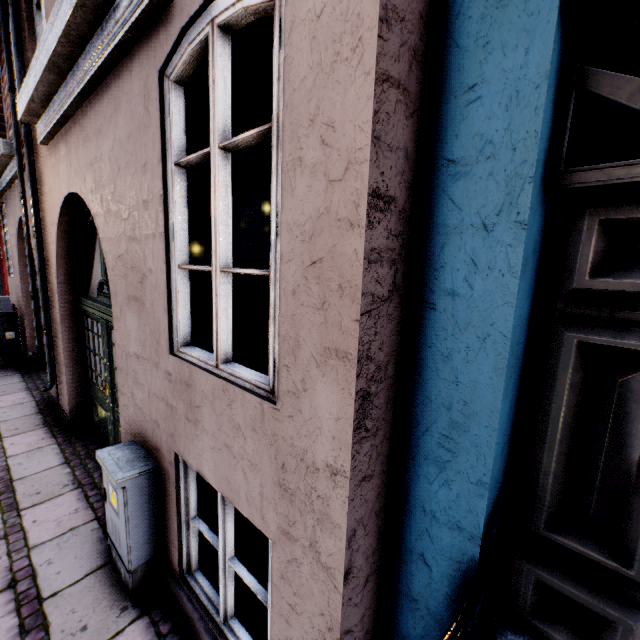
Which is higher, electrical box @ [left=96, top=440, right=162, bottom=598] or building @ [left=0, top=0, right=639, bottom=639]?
building @ [left=0, top=0, right=639, bottom=639]

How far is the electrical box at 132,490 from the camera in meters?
2.4

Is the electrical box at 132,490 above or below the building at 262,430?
below

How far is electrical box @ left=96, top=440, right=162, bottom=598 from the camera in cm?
244

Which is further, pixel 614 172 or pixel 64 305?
pixel 64 305

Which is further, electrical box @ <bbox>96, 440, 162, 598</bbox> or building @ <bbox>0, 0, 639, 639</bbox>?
electrical box @ <bbox>96, 440, 162, 598</bbox>
